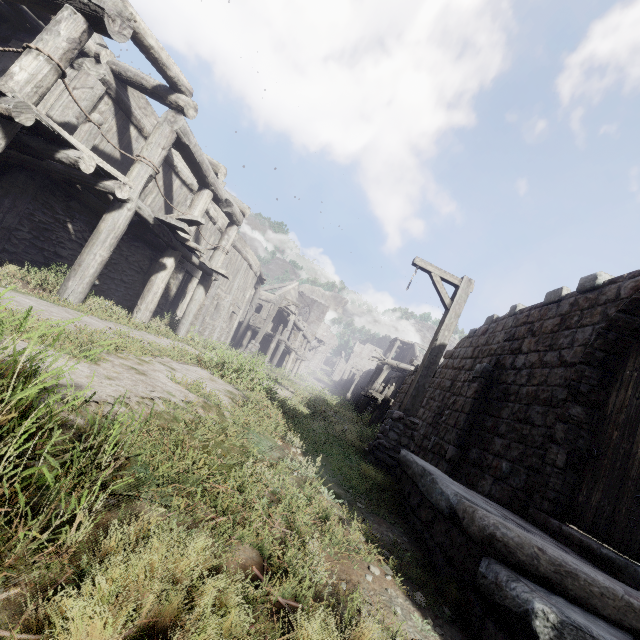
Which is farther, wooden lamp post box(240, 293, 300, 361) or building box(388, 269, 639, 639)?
wooden lamp post box(240, 293, 300, 361)

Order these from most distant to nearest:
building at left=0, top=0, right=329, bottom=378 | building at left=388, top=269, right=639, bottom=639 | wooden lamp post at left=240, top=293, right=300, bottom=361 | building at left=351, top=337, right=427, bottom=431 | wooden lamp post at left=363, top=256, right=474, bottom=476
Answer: wooden lamp post at left=240, top=293, right=300, bottom=361
building at left=351, top=337, right=427, bottom=431
wooden lamp post at left=363, top=256, right=474, bottom=476
building at left=0, top=0, right=329, bottom=378
building at left=388, top=269, right=639, bottom=639

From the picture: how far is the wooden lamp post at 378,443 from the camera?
6.71m

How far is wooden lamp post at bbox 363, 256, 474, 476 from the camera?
6.71m

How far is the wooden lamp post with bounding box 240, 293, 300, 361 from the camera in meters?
19.9 m

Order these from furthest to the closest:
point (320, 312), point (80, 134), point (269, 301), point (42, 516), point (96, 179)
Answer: point (320, 312), point (269, 301), point (96, 179), point (80, 134), point (42, 516)

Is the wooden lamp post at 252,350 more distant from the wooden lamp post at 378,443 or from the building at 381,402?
the wooden lamp post at 378,443

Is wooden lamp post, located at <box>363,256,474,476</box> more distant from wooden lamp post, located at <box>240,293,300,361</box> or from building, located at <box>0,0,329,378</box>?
wooden lamp post, located at <box>240,293,300,361</box>
